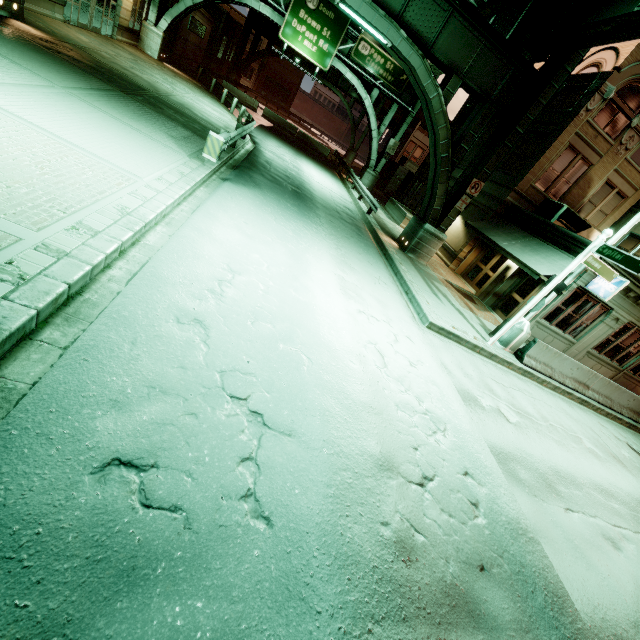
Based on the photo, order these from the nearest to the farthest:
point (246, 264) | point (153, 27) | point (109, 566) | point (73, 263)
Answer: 1. point (109, 566)
2. point (73, 263)
3. point (246, 264)
4. point (153, 27)

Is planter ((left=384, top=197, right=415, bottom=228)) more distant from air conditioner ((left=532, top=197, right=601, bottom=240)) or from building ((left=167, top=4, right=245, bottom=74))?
building ((left=167, top=4, right=245, bottom=74))

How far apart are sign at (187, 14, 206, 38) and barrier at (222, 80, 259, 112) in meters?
4.9

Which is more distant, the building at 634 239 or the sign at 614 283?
the building at 634 239

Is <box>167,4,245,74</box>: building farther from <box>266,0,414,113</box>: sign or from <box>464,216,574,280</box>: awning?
<box>464,216,574,280</box>: awning

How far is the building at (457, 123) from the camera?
25.8 meters

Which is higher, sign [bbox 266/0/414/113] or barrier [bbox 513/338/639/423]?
sign [bbox 266/0/414/113]

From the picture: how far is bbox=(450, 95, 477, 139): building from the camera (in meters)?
25.78
